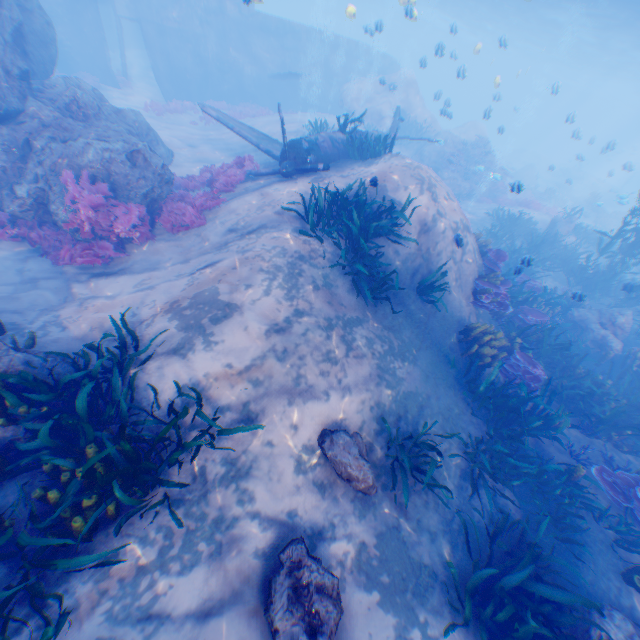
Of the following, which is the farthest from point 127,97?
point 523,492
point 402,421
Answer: point 523,492

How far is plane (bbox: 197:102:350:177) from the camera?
9.9 meters

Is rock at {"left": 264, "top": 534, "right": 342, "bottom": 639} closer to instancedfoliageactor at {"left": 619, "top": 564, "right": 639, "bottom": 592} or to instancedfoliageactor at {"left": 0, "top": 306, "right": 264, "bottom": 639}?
instancedfoliageactor at {"left": 0, "top": 306, "right": 264, "bottom": 639}

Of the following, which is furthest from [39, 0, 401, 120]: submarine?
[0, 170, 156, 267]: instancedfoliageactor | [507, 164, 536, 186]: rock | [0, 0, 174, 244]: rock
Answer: [0, 170, 156, 267]: instancedfoliageactor

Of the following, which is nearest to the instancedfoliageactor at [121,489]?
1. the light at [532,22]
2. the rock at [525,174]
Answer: the light at [532,22]

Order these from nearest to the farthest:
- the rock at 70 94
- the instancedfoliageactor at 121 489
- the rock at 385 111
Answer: the instancedfoliageactor at 121 489
the rock at 70 94
the rock at 385 111

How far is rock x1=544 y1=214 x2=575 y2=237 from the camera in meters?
17.9 m

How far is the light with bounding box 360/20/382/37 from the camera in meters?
13.0
